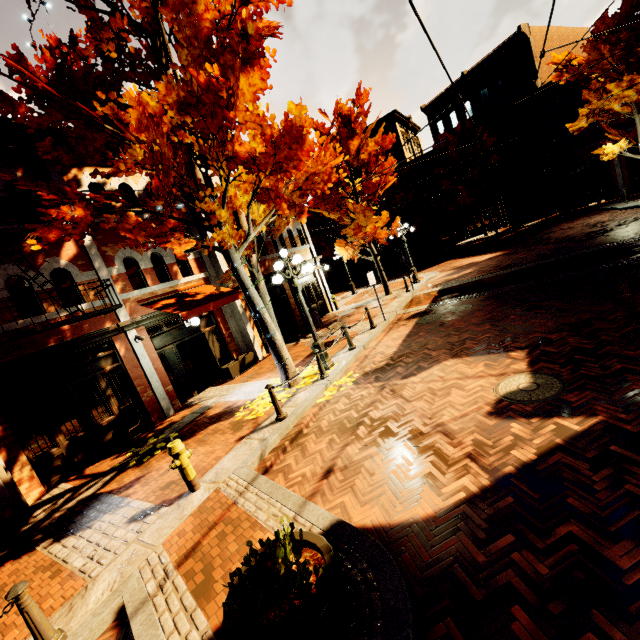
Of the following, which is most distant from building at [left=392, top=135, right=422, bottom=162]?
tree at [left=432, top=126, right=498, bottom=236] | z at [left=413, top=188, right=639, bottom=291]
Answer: z at [left=413, top=188, right=639, bottom=291]

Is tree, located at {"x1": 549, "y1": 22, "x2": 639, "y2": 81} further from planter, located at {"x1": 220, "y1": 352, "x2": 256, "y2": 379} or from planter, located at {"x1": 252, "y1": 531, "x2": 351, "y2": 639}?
planter, located at {"x1": 252, "y1": 531, "x2": 351, "y2": 639}

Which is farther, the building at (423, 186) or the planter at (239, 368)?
the building at (423, 186)

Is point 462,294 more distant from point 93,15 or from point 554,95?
point 554,95

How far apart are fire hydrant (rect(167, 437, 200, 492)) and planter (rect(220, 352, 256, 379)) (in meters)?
6.49

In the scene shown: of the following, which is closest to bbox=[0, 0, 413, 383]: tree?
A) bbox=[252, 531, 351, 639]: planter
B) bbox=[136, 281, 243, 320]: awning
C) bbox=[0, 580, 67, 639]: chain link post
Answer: bbox=[136, 281, 243, 320]: awning

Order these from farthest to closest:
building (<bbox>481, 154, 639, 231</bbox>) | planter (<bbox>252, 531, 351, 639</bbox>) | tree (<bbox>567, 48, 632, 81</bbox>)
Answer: building (<bbox>481, 154, 639, 231</bbox>) → tree (<bbox>567, 48, 632, 81</bbox>) → planter (<bbox>252, 531, 351, 639</bbox>)

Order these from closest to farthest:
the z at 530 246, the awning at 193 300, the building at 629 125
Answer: the awning at 193 300 → the z at 530 246 → the building at 629 125
